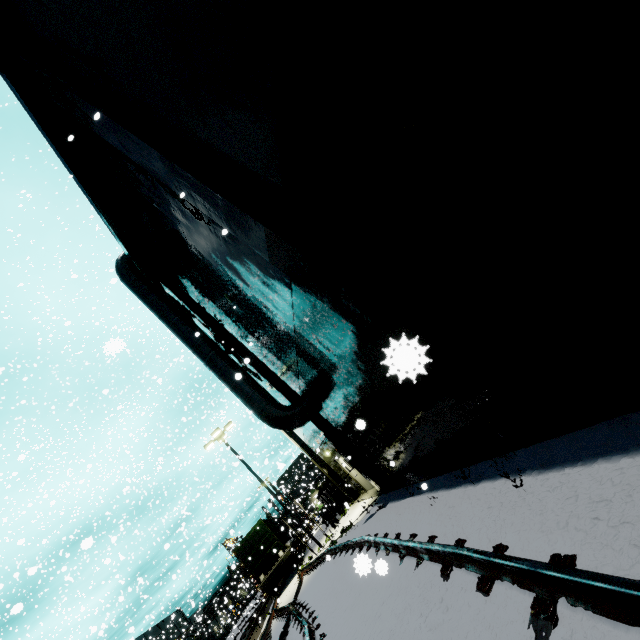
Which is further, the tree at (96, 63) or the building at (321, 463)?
the building at (321, 463)

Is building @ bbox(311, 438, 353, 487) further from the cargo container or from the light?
the light

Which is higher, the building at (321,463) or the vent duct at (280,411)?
the vent duct at (280,411)

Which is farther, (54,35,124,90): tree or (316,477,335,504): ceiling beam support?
(316,477,335,504): ceiling beam support

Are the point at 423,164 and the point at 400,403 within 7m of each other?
yes

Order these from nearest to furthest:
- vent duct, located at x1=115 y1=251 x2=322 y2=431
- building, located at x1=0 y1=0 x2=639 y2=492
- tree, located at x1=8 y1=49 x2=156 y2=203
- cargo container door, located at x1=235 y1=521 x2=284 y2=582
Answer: building, located at x1=0 y1=0 x2=639 y2=492, tree, located at x1=8 y1=49 x2=156 y2=203, vent duct, located at x1=115 y1=251 x2=322 y2=431, cargo container door, located at x1=235 y1=521 x2=284 y2=582

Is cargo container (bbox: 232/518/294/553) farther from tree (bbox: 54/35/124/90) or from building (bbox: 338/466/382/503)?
tree (bbox: 54/35/124/90)

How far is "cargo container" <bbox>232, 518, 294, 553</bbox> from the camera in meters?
22.0
